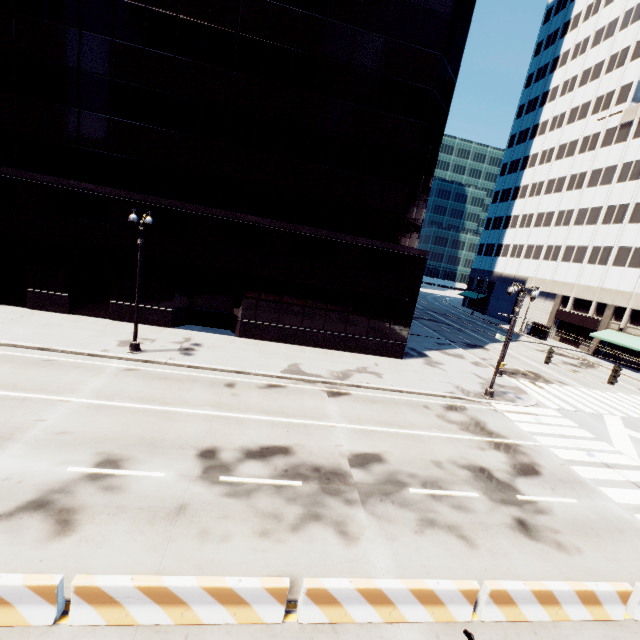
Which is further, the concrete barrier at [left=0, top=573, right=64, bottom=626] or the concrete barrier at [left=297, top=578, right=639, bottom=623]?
the concrete barrier at [left=297, top=578, right=639, bottom=623]

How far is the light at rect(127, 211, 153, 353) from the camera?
16.2m

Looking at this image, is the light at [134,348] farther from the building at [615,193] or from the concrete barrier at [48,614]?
the building at [615,193]

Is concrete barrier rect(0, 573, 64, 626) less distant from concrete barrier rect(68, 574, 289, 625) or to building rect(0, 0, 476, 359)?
concrete barrier rect(68, 574, 289, 625)

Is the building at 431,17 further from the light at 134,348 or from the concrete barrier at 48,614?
the concrete barrier at 48,614

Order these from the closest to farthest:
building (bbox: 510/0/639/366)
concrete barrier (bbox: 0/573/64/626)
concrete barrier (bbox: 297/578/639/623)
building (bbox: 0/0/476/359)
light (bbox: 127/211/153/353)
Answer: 1. concrete barrier (bbox: 0/573/64/626)
2. concrete barrier (bbox: 297/578/639/623)
3. light (bbox: 127/211/153/353)
4. building (bbox: 0/0/476/359)
5. building (bbox: 510/0/639/366)

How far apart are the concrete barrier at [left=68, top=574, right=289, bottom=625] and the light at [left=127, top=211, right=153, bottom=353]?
12.9m

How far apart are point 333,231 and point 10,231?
20.16m
